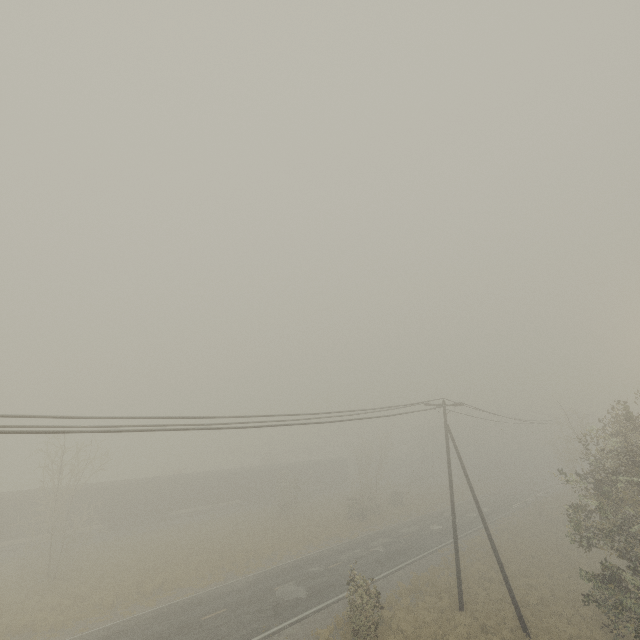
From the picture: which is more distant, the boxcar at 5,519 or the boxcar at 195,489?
the boxcar at 195,489

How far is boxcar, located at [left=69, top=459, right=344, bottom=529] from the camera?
34.78m

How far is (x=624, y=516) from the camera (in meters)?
13.53

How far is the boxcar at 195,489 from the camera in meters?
34.8

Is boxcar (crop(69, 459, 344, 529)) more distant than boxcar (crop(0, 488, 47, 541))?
Yes
